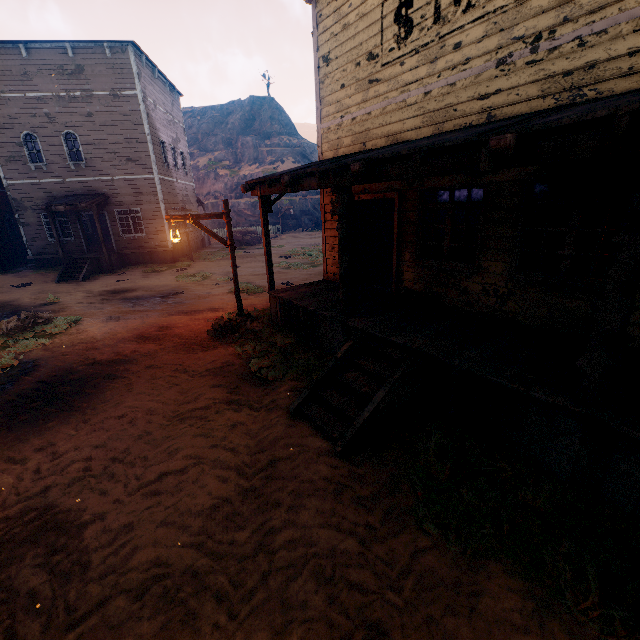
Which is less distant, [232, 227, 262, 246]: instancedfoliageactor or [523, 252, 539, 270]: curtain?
[523, 252, 539, 270]: curtain

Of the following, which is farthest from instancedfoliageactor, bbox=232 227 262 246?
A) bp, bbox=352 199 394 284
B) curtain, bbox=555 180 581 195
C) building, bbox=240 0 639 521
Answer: bp, bbox=352 199 394 284

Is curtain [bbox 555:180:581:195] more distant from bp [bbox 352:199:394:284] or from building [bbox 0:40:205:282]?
bp [bbox 352:199:394:284]

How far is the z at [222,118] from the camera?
39.57m

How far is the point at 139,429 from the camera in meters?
5.0

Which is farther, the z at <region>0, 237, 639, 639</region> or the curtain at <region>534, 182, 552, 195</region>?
the curtain at <region>534, 182, 552, 195</region>

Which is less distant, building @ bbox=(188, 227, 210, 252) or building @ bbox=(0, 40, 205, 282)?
building @ bbox=(0, 40, 205, 282)
